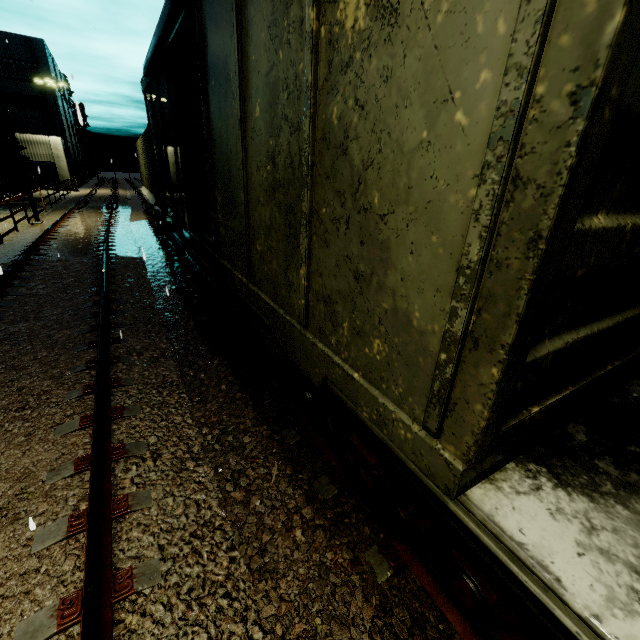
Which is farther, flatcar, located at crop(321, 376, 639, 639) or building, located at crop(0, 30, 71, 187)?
building, located at crop(0, 30, 71, 187)

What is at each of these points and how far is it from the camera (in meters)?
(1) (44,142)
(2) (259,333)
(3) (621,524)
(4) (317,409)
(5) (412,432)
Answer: (1) building, 33.50
(2) flatcar, 4.24
(3) flatcar, 1.46
(4) bogie, 3.29
(5) cargo car, 1.67

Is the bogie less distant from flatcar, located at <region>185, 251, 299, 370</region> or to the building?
flatcar, located at <region>185, 251, 299, 370</region>

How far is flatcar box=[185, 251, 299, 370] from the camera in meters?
3.7

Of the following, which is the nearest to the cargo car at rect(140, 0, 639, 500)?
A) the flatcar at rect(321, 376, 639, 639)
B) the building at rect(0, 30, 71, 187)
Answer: the flatcar at rect(321, 376, 639, 639)

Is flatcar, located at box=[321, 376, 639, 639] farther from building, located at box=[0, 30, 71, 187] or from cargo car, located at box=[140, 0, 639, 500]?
building, located at box=[0, 30, 71, 187]

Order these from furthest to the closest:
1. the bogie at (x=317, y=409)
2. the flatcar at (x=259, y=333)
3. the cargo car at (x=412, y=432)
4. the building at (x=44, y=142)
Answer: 1. the building at (x=44, y=142)
2. the flatcar at (x=259, y=333)
3. the bogie at (x=317, y=409)
4. the cargo car at (x=412, y=432)

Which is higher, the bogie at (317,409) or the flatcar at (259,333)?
the flatcar at (259,333)
